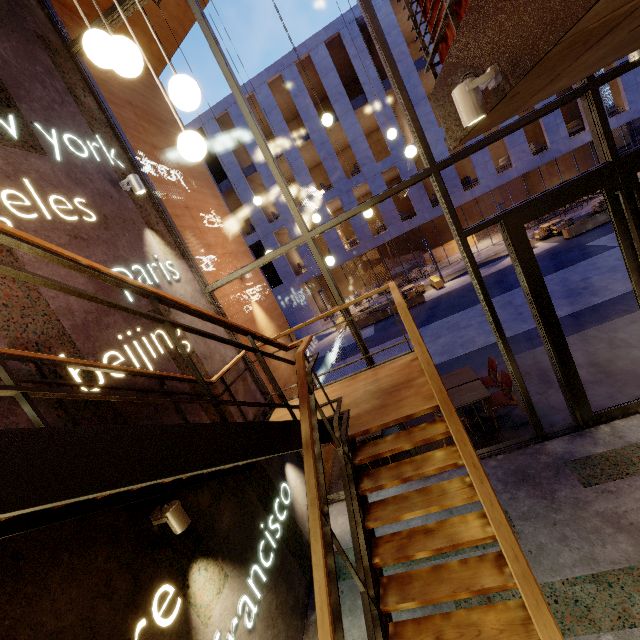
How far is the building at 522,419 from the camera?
5.60m

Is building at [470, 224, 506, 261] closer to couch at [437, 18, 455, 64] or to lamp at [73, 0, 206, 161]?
couch at [437, 18, 455, 64]

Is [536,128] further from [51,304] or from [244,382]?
[51,304]

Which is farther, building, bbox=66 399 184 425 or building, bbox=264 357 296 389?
building, bbox=264 357 296 389

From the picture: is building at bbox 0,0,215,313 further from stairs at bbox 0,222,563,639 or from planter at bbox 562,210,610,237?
planter at bbox 562,210,610,237

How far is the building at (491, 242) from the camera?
20.3m

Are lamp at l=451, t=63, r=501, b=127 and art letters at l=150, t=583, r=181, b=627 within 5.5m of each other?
yes

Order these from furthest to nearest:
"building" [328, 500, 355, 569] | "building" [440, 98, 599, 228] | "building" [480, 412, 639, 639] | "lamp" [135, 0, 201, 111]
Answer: "building" [440, 98, 599, 228], "building" [328, 500, 355, 569], "building" [480, 412, 639, 639], "lamp" [135, 0, 201, 111]
